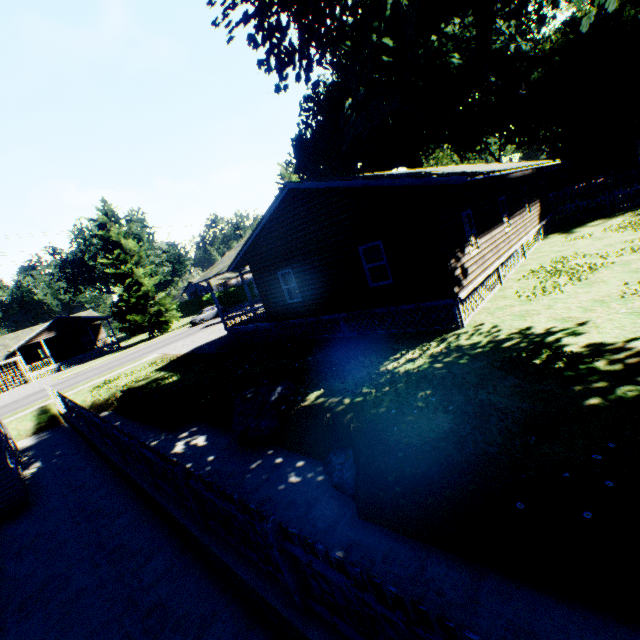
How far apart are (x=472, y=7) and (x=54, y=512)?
18.6 meters

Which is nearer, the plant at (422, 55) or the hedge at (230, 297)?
the plant at (422, 55)

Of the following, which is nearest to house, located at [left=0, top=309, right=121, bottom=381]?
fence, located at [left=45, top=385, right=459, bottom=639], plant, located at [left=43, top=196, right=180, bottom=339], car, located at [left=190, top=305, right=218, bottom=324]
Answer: plant, located at [left=43, top=196, right=180, bottom=339]

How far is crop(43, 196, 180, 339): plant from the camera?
40.2m

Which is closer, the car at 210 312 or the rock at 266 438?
the rock at 266 438

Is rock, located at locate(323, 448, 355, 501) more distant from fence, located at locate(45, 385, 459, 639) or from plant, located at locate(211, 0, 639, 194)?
plant, located at locate(211, 0, 639, 194)

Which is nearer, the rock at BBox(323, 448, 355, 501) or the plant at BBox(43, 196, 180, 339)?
the rock at BBox(323, 448, 355, 501)

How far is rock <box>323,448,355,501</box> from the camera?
6.5 meters
